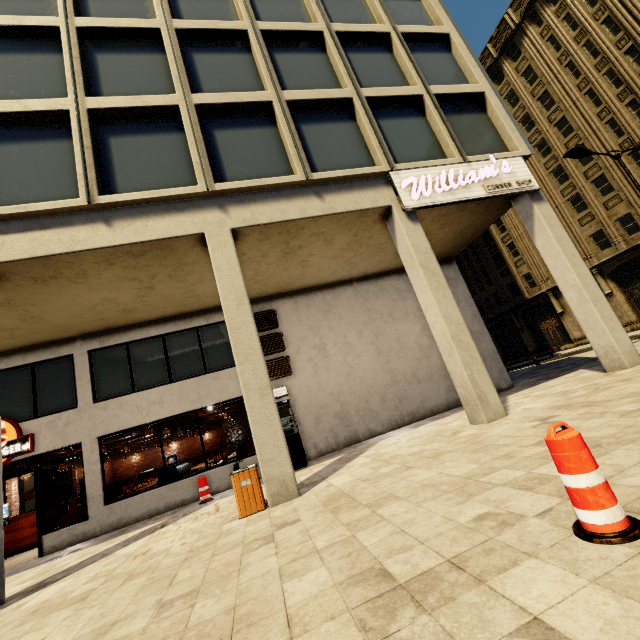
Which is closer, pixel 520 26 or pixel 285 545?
pixel 285 545

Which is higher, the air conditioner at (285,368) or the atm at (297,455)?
the air conditioner at (285,368)

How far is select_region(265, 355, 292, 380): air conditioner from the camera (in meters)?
11.00

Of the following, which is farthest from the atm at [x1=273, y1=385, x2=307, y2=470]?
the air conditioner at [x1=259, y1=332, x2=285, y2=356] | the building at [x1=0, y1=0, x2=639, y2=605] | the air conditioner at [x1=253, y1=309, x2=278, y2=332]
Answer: the air conditioner at [x1=253, y1=309, x2=278, y2=332]

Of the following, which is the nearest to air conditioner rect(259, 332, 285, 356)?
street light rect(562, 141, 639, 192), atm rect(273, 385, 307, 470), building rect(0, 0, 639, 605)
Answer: building rect(0, 0, 639, 605)

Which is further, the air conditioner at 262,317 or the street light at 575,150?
the street light at 575,150

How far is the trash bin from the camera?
5.86m

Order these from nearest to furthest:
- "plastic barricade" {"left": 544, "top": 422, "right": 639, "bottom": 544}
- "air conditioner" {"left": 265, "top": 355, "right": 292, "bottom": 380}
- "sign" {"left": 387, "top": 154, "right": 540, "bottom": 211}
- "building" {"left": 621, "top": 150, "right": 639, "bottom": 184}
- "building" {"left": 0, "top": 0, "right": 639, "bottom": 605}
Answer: "plastic barricade" {"left": 544, "top": 422, "right": 639, "bottom": 544} < "building" {"left": 0, "top": 0, "right": 639, "bottom": 605} < "sign" {"left": 387, "top": 154, "right": 540, "bottom": 211} < "air conditioner" {"left": 265, "top": 355, "right": 292, "bottom": 380} < "building" {"left": 621, "top": 150, "right": 639, "bottom": 184}
